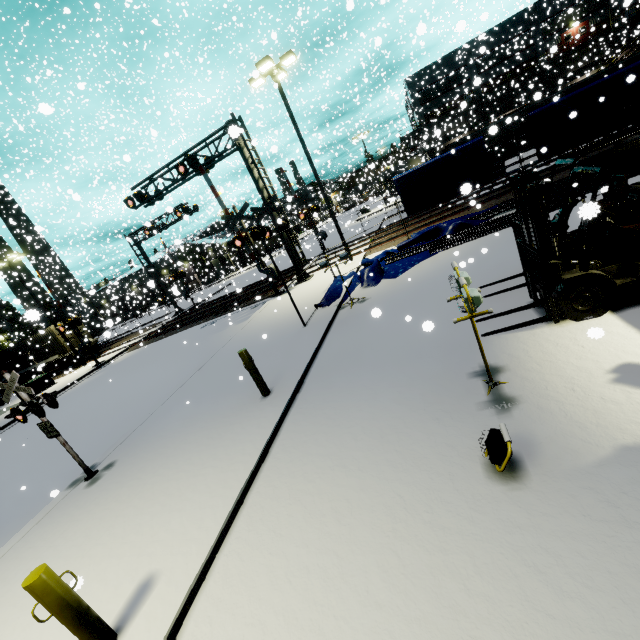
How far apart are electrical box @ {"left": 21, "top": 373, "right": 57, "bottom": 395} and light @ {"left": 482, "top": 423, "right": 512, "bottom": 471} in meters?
29.9 m

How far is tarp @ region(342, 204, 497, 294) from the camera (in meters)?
12.08

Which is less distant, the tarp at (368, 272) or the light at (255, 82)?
the tarp at (368, 272)

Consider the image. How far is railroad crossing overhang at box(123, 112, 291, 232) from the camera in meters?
16.1 m

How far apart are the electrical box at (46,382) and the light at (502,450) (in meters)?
29.89

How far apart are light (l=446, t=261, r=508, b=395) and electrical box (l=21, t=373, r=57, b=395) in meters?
29.4 m

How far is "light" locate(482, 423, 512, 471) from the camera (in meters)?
3.15

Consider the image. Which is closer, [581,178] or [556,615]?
[556,615]
